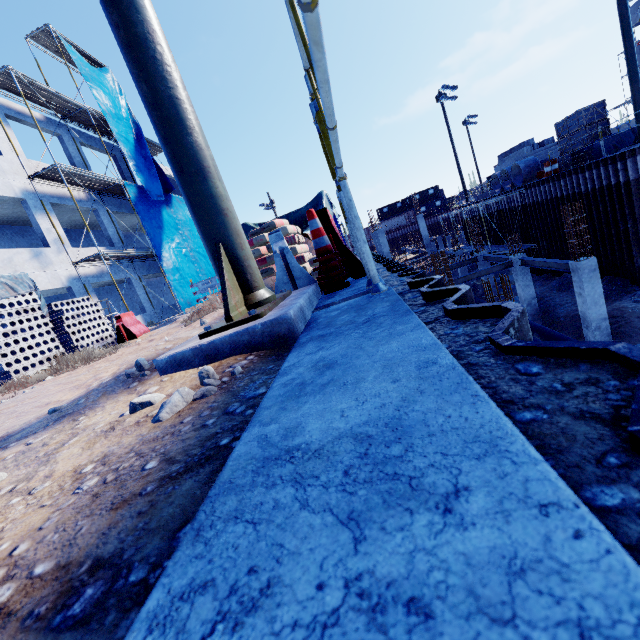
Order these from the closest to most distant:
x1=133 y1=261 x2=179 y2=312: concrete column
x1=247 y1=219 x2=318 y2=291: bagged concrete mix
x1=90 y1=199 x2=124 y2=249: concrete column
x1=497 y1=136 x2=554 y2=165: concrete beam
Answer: x1=247 y1=219 x2=318 y2=291: bagged concrete mix < x1=90 y1=199 x2=124 y2=249: concrete column < x1=133 y1=261 x2=179 y2=312: concrete column < x1=497 y1=136 x2=554 y2=165: concrete beam

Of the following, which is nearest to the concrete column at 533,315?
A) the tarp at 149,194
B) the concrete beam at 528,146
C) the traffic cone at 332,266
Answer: the concrete beam at 528,146

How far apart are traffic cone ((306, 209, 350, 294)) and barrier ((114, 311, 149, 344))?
8.25m

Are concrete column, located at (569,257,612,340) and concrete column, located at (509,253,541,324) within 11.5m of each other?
yes

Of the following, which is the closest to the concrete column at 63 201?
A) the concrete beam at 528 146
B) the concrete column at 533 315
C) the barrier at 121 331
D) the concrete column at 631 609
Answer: the barrier at 121 331

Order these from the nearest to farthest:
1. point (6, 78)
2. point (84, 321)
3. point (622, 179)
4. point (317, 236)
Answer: point (317, 236), point (84, 321), point (6, 78), point (622, 179)

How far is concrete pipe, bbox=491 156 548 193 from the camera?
22.3 meters

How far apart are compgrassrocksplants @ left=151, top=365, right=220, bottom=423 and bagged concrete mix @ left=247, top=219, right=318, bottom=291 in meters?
4.3
